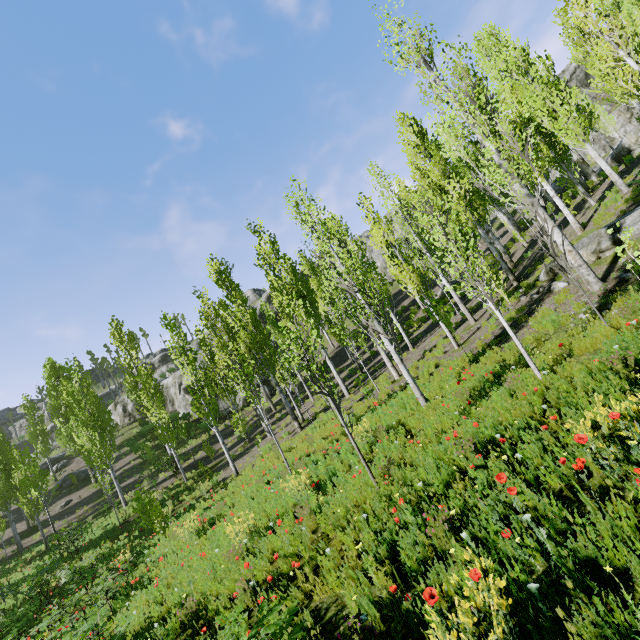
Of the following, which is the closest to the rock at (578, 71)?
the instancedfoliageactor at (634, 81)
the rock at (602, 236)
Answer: the instancedfoliageactor at (634, 81)

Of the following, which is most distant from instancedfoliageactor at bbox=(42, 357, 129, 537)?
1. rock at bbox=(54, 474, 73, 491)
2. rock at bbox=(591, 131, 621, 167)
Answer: rock at bbox=(54, 474, 73, 491)

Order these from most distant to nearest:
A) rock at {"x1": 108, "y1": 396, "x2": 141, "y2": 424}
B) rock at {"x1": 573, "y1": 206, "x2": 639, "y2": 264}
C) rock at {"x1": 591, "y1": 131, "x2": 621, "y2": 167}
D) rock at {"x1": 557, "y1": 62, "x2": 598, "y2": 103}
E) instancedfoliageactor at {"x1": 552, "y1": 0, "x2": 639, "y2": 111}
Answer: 1. rock at {"x1": 557, "y1": 62, "x2": 598, "y2": 103}
2. rock at {"x1": 108, "y1": 396, "x2": 141, "y2": 424}
3. rock at {"x1": 591, "y1": 131, "x2": 621, "y2": 167}
4. instancedfoliageactor at {"x1": 552, "y1": 0, "x2": 639, "y2": 111}
5. rock at {"x1": 573, "y1": 206, "x2": 639, "y2": 264}

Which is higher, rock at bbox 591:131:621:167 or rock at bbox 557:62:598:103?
rock at bbox 557:62:598:103

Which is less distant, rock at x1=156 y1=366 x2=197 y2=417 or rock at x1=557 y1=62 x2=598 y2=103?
rock at x1=156 y1=366 x2=197 y2=417

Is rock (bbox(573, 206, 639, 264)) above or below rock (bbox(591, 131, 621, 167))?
below

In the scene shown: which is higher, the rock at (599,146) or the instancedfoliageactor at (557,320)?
the rock at (599,146)

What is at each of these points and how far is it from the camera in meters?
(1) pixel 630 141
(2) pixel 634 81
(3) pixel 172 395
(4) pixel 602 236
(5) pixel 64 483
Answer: (1) rock, 21.8
(2) instancedfoliageactor, 11.0
(3) rock, 42.4
(4) rock, 10.7
(5) rock, 31.6
